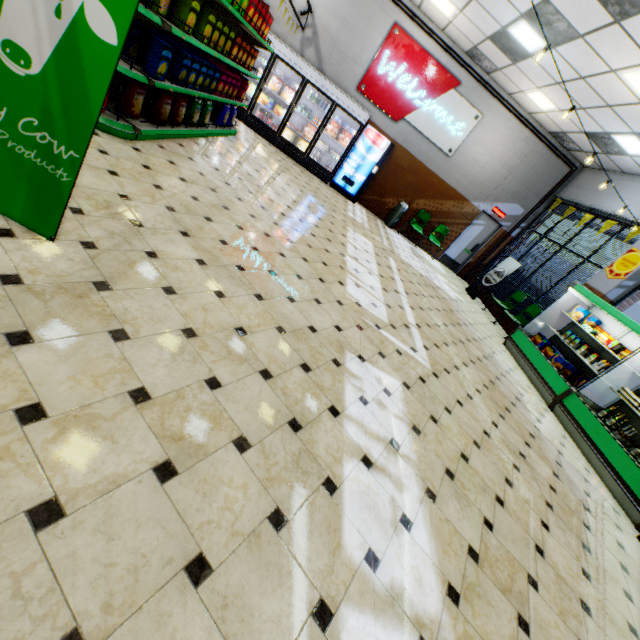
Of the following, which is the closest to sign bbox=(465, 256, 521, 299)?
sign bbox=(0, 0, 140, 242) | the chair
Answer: the chair

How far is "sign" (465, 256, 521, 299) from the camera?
10.0m

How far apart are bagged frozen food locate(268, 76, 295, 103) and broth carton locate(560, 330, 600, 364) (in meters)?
10.22

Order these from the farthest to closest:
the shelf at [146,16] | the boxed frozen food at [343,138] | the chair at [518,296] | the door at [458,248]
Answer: the door at [458,248]
the boxed frozen food at [343,138]
the chair at [518,296]
the shelf at [146,16]

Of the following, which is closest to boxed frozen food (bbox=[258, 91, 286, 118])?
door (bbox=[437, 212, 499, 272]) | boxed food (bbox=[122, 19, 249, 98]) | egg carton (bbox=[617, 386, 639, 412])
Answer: boxed food (bbox=[122, 19, 249, 98])

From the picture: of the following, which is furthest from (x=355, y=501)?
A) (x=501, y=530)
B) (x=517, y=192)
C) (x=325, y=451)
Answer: (x=517, y=192)

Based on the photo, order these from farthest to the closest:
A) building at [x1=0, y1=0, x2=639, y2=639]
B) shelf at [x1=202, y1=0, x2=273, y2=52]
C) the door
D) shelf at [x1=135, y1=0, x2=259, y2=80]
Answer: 1. the door
2. shelf at [x1=202, y1=0, x2=273, y2=52]
3. shelf at [x1=135, y1=0, x2=259, y2=80]
4. building at [x1=0, y1=0, x2=639, y2=639]

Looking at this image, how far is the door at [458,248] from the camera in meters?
11.6
